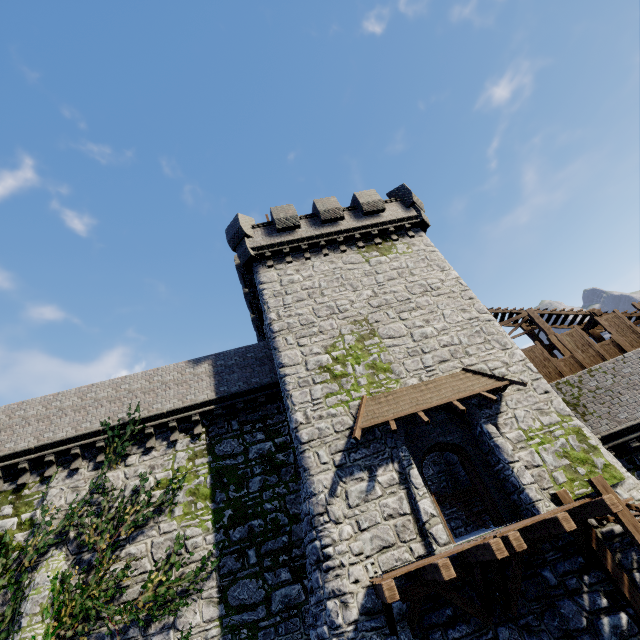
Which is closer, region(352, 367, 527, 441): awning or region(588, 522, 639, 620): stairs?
region(588, 522, 639, 620): stairs

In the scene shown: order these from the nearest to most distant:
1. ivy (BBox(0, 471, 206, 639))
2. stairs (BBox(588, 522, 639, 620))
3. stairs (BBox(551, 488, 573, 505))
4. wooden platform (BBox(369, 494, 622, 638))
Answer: wooden platform (BBox(369, 494, 622, 638))
stairs (BBox(588, 522, 639, 620))
stairs (BBox(551, 488, 573, 505))
ivy (BBox(0, 471, 206, 639))

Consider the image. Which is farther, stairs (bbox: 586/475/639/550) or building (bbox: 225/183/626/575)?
building (bbox: 225/183/626/575)

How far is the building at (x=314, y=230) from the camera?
9.9 meters

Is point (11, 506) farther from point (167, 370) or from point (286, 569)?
point (286, 569)

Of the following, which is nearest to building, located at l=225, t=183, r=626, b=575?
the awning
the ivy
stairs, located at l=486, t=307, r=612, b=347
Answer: the awning

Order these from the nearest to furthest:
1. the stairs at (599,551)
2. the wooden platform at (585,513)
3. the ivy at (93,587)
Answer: the wooden platform at (585,513) → the stairs at (599,551) → the ivy at (93,587)

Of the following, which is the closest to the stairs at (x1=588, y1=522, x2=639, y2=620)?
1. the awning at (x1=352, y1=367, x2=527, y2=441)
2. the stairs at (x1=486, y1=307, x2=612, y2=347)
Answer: the awning at (x1=352, y1=367, x2=527, y2=441)
